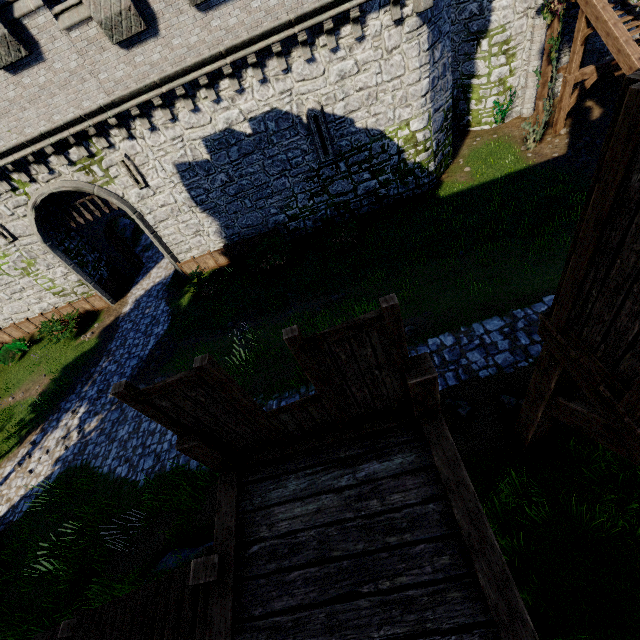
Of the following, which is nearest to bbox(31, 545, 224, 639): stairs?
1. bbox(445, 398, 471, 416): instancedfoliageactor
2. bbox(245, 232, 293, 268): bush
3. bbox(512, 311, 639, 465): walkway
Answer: bbox(512, 311, 639, 465): walkway

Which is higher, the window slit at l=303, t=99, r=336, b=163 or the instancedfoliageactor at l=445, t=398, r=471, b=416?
the window slit at l=303, t=99, r=336, b=163

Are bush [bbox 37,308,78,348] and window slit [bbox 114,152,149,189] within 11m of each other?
yes

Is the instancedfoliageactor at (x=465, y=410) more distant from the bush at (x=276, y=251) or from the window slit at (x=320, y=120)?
the window slit at (x=320, y=120)

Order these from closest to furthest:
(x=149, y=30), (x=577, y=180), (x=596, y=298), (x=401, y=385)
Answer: (x=596, y=298) < (x=401, y=385) < (x=149, y=30) < (x=577, y=180)

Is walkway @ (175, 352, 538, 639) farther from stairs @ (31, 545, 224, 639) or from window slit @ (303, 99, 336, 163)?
window slit @ (303, 99, 336, 163)

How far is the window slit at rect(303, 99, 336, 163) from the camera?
13.5m

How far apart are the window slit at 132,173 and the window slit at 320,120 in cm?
764
